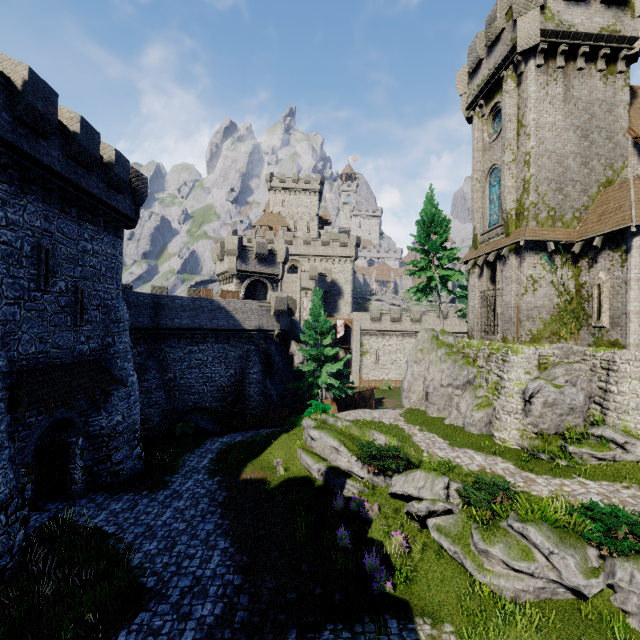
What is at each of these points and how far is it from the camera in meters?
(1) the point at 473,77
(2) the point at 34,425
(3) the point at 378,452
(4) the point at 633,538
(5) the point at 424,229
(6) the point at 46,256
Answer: (1) building, 22.6
(2) building, 12.7
(3) bush, 14.1
(4) bush, 8.9
(5) tree, 28.4
(6) window slit, 13.0

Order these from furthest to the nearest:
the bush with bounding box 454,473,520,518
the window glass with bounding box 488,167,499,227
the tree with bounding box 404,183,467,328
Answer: the tree with bounding box 404,183,467,328 → the window glass with bounding box 488,167,499,227 → the bush with bounding box 454,473,520,518

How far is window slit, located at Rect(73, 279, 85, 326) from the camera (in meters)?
14.76

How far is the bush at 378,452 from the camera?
13.6m

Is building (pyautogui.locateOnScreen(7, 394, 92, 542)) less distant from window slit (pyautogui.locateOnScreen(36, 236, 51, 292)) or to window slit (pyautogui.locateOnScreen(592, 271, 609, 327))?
window slit (pyautogui.locateOnScreen(36, 236, 51, 292))

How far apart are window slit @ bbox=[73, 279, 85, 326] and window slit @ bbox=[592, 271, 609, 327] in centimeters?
2527cm

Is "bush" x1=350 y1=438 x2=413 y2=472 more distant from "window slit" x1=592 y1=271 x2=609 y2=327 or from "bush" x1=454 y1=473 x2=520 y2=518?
"window slit" x1=592 y1=271 x2=609 y2=327

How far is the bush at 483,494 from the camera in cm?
1102
